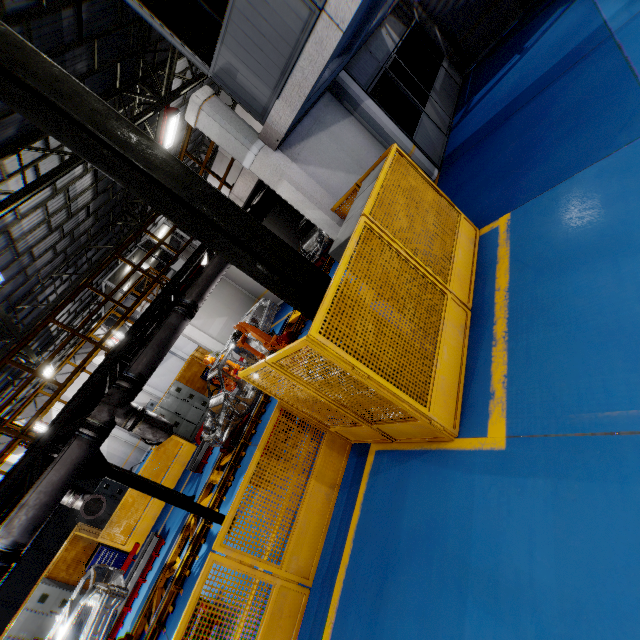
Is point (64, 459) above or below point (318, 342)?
above

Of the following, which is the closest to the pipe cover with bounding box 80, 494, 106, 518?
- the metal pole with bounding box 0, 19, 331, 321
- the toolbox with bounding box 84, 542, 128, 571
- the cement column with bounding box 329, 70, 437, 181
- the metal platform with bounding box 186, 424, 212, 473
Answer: the metal platform with bounding box 186, 424, 212, 473

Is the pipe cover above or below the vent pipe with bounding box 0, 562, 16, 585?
below

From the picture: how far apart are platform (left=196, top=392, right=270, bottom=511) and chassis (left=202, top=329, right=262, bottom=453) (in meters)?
0.01

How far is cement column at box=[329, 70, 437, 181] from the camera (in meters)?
8.36

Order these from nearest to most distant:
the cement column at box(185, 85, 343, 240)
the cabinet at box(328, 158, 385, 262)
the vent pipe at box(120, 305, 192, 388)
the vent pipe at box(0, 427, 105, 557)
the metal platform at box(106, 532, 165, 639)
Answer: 1. the cabinet at box(328, 158, 385, 262)
2. the vent pipe at box(0, 427, 105, 557)
3. the cement column at box(185, 85, 343, 240)
4. the vent pipe at box(120, 305, 192, 388)
5. the metal platform at box(106, 532, 165, 639)

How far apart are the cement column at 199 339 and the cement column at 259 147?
10.0 meters

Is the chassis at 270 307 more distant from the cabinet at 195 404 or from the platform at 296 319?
the cabinet at 195 404
